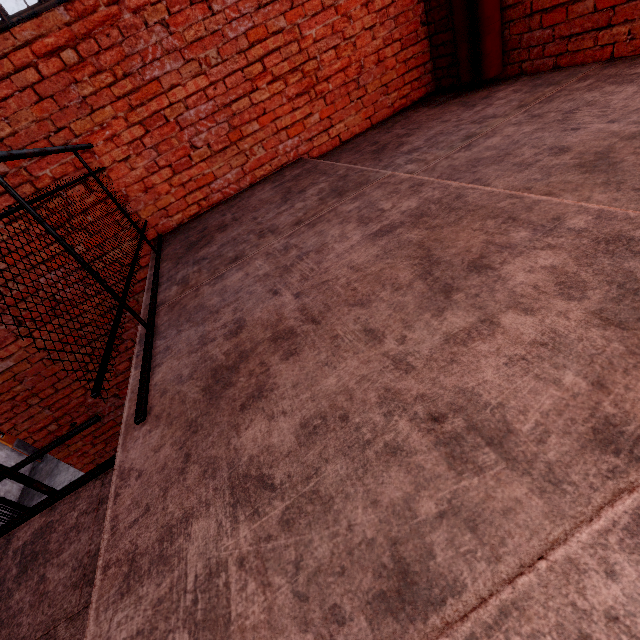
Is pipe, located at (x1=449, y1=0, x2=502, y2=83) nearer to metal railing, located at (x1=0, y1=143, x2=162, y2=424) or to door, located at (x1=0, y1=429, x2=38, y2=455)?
metal railing, located at (x1=0, y1=143, x2=162, y2=424)

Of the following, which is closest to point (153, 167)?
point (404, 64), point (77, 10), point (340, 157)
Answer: point (77, 10)

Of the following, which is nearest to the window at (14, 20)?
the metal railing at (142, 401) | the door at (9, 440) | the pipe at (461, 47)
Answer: the metal railing at (142, 401)

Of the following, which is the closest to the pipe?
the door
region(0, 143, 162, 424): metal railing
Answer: region(0, 143, 162, 424): metal railing

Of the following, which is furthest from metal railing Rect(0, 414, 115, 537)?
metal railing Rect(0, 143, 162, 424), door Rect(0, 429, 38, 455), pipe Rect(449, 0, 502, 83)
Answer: door Rect(0, 429, 38, 455)

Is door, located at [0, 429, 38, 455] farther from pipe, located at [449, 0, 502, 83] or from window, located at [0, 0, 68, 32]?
pipe, located at [449, 0, 502, 83]

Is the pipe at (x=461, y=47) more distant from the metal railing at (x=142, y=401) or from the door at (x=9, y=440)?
the door at (x=9, y=440)
